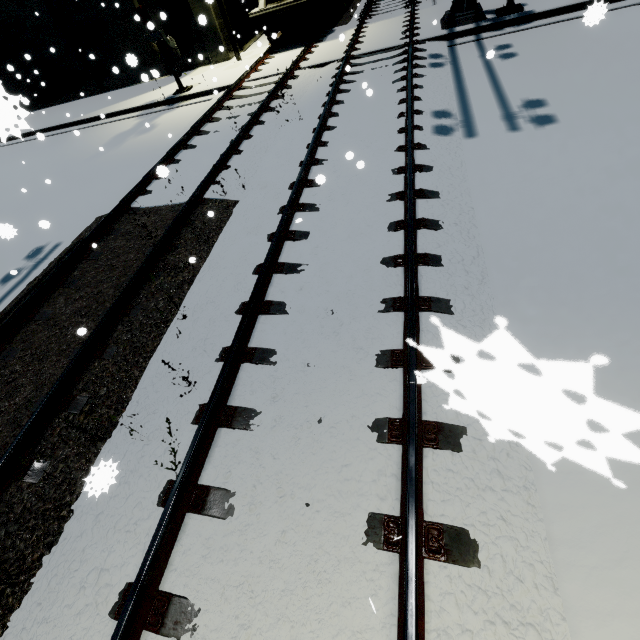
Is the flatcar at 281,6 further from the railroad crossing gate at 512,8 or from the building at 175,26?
the railroad crossing gate at 512,8

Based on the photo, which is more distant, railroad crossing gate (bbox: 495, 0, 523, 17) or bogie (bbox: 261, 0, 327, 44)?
bogie (bbox: 261, 0, 327, 44)

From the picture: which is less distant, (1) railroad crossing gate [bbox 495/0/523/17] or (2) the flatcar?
(1) railroad crossing gate [bbox 495/0/523/17]

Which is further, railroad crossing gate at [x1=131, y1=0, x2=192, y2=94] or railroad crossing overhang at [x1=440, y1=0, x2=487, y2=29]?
railroad crossing gate at [x1=131, y1=0, x2=192, y2=94]

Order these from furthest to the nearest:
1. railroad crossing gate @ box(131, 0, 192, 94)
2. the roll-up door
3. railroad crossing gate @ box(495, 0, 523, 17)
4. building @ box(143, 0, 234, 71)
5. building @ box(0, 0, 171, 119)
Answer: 1. the roll-up door
2. building @ box(0, 0, 171, 119)
3. building @ box(143, 0, 234, 71)
4. railroad crossing gate @ box(131, 0, 192, 94)
5. railroad crossing gate @ box(495, 0, 523, 17)

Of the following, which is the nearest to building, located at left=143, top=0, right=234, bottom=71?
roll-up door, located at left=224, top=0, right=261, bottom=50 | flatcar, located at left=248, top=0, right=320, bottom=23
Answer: roll-up door, located at left=224, top=0, right=261, bottom=50

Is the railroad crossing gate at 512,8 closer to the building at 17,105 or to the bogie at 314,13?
the building at 17,105

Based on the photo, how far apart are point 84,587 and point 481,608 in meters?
3.2 m
